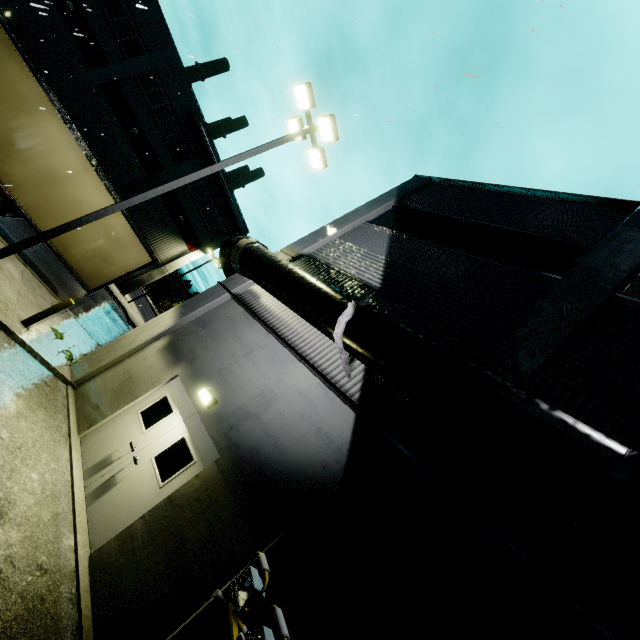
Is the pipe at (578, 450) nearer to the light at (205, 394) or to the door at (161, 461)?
the door at (161, 461)

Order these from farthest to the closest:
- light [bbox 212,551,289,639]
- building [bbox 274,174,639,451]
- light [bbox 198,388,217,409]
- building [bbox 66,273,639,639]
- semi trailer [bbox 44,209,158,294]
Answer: semi trailer [bbox 44,209,158,294] < light [bbox 198,388,217,409] < building [bbox 274,174,639,451] < building [bbox 66,273,639,639] < light [bbox 212,551,289,639]

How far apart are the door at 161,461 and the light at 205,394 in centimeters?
18cm

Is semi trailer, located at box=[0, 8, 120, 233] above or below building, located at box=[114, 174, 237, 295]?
below

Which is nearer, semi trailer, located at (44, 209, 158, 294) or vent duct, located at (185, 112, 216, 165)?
semi trailer, located at (44, 209, 158, 294)

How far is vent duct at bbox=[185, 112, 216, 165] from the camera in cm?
2908

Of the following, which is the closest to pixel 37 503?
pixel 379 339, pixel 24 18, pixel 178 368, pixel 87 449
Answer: pixel 87 449

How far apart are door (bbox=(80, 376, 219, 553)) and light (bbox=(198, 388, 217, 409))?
0.18m
